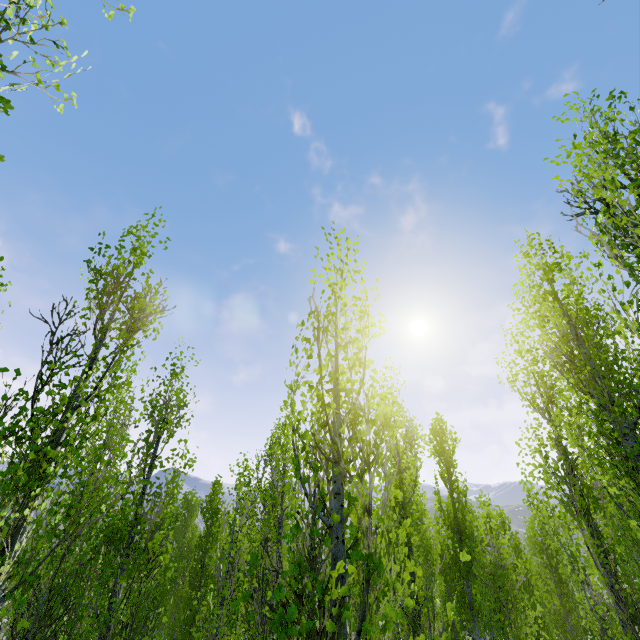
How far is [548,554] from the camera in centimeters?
1650cm
